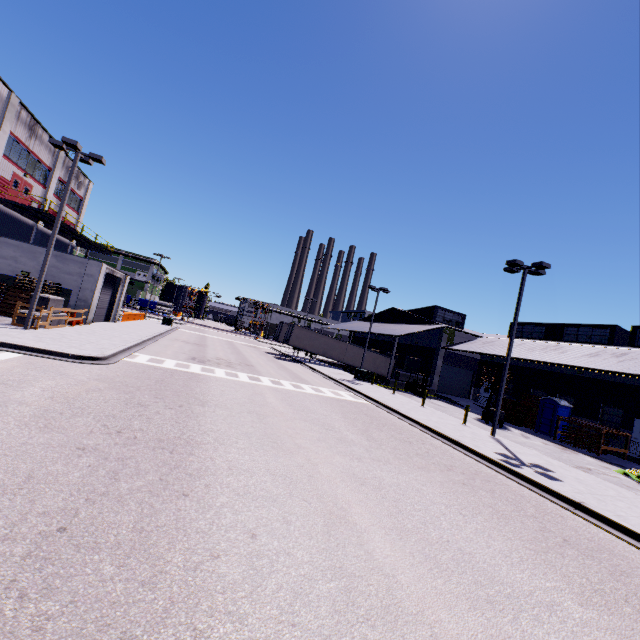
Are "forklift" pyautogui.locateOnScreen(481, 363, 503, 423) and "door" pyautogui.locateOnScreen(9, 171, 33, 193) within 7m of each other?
no

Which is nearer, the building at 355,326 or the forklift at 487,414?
the forklift at 487,414

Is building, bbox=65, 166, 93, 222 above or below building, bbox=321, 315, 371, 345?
above

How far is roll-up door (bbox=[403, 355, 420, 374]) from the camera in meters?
40.1

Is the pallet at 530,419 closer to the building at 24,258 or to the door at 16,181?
the building at 24,258

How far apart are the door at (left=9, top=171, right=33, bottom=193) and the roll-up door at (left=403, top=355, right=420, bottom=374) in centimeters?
3775cm

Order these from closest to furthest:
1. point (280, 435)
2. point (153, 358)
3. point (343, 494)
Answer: point (343, 494) < point (280, 435) < point (153, 358)

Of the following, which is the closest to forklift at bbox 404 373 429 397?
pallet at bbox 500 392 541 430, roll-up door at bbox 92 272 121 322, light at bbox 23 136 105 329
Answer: pallet at bbox 500 392 541 430
